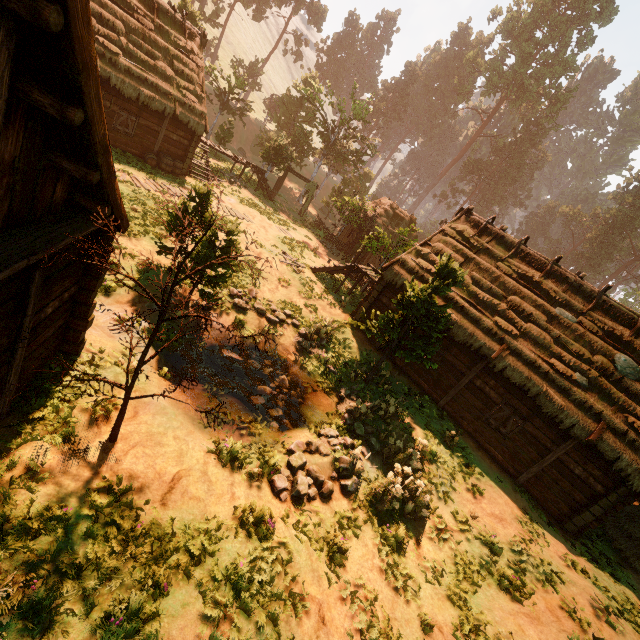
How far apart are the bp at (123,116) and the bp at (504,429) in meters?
23.7 m

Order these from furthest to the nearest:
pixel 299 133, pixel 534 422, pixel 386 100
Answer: pixel 386 100 < pixel 299 133 < pixel 534 422

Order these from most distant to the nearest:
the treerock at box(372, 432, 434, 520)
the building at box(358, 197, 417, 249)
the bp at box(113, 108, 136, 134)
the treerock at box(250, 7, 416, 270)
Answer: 1. the building at box(358, 197, 417, 249)
2. the treerock at box(250, 7, 416, 270)
3. the bp at box(113, 108, 136, 134)
4. the treerock at box(372, 432, 434, 520)

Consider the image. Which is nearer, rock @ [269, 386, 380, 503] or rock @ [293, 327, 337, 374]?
rock @ [269, 386, 380, 503]

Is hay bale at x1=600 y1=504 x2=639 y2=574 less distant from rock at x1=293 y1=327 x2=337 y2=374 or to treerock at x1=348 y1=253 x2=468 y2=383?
treerock at x1=348 y1=253 x2=468 y2=383

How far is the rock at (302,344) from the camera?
13.92m

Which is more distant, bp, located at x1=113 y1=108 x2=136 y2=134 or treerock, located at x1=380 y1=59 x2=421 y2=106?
treerock, located at x1=380 y1=59 x2=421 y2=106

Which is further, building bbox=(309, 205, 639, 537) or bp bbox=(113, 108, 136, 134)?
bp bbox=(113, 108, 136, 134)
